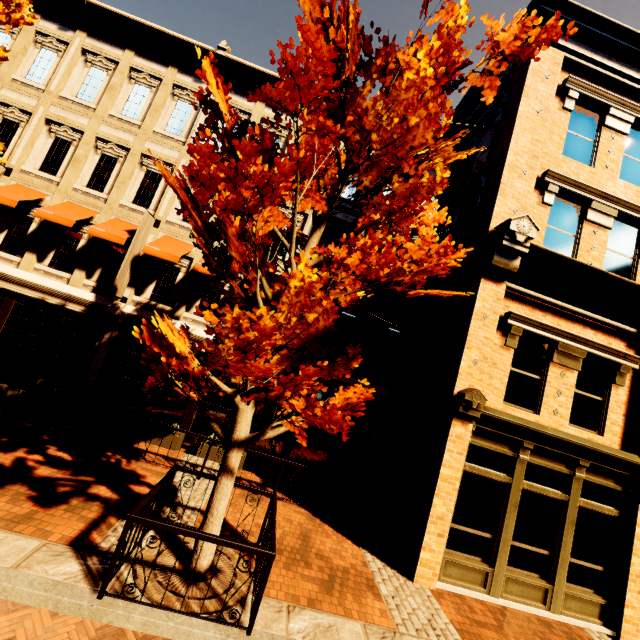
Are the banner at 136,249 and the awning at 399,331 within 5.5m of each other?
no

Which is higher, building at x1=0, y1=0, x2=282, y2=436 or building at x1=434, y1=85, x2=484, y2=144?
building at x1=434, y1=85, x2=484, y2=144

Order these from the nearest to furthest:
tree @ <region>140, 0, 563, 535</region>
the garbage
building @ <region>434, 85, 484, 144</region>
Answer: tree @ <region>140, 0, 563, 535</region>, the garbage, building @ <region>434, 85, 484, 144</region>

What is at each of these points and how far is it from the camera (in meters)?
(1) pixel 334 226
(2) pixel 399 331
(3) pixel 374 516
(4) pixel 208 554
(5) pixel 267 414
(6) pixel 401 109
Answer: (1) building, 11.98
(2) awning, 10.80
(3) garbage, 8.08
(4) tree, 5.00
(5) building, 10.94
(6) tree, 4.78

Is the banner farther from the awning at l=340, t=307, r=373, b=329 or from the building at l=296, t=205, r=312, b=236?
the awning at l=340, t=307, r=373, b=329

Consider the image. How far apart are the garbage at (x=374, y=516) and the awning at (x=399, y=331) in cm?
474

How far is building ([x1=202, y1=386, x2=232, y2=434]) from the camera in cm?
1072
